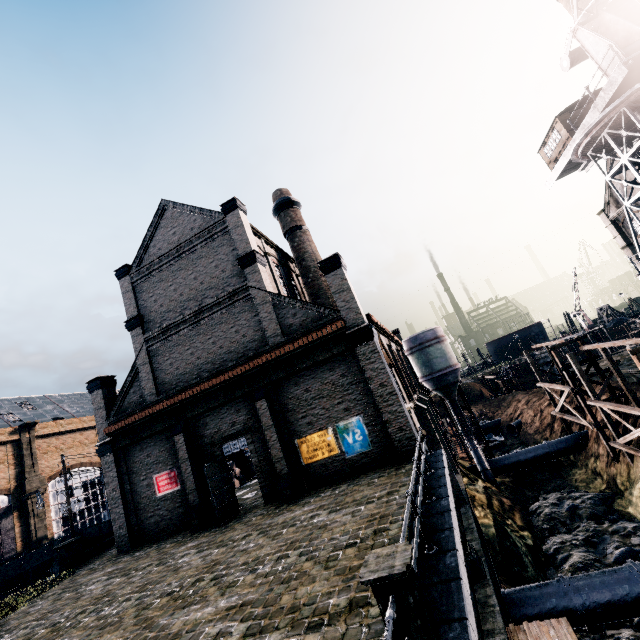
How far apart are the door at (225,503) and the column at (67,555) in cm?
1262

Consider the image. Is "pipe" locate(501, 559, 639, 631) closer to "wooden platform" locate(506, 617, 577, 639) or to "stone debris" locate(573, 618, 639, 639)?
"stone debris" locate(573, 618, 639, 639)

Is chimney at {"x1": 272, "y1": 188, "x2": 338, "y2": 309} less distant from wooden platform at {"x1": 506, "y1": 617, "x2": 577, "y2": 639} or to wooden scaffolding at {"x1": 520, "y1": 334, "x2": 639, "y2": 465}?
wooden platform at {"x1": 506, "y1": 617, "x2": 577, "y2": 639}

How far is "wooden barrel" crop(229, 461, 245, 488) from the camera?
28.9m

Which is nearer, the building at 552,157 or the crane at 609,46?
the crane at 609,46

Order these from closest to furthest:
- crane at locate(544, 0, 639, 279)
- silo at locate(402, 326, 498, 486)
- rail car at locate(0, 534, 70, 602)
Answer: crane at locate(544, 0, 639, 279)
rail car at locate(0, 534, 70, 602)
silo at locate(402, 326, 498, 486)

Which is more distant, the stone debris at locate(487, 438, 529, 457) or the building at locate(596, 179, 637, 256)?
the stone debris at locate(487, 438, 529, 457)

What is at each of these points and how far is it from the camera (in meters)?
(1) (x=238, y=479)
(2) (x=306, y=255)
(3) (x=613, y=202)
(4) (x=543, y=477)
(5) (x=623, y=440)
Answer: (1) wooden barrel, 29.83
(2) chimney, 27.56
(3) building, 36.62
(4) stone debris, 31.33
(5) wooden scaffolding, 22.20
